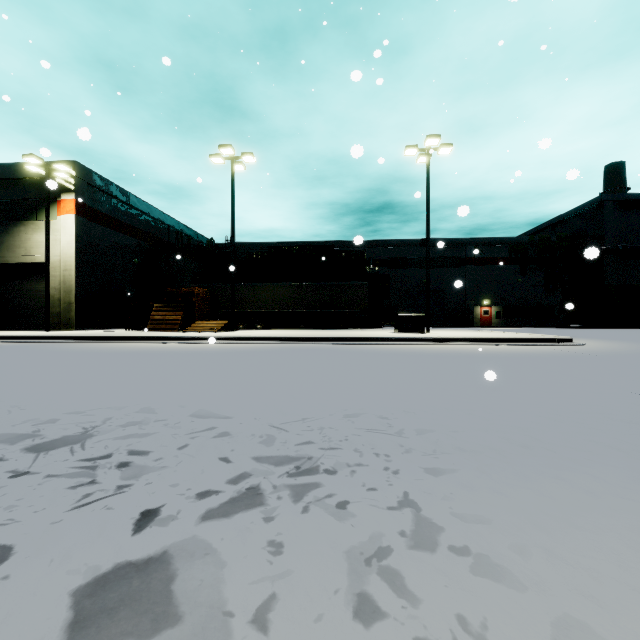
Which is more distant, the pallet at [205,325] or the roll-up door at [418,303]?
the roll-up door at [418,303]

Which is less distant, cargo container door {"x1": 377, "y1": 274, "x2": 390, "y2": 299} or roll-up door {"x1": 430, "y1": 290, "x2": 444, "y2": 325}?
cargo container door {"x1": 377, "y1": 274, "x2": 390, "y2": 299}

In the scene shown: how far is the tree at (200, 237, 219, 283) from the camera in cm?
3911

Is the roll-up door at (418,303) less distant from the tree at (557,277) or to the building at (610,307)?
the building at (610,307)

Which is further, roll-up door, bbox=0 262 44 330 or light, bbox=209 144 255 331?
roll-up door, bbox=0 262 44 330

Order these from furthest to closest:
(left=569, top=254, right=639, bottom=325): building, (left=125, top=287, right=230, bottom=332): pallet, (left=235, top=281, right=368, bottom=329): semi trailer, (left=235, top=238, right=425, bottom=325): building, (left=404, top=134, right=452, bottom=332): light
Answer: (left=235, top=238, right=425, bottom=325): building, (left=569, top=254, right=639, bottom=325): building, (left=235, top=281, right=368, bottom=329): semi trailer, (left=125, top=287, right=230, bottom=332): pallet, (left=404, top=134, right=452, bottom=332): light

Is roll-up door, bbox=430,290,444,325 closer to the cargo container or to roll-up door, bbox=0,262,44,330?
the cargo container

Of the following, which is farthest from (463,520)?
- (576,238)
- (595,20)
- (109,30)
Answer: (109,30)
